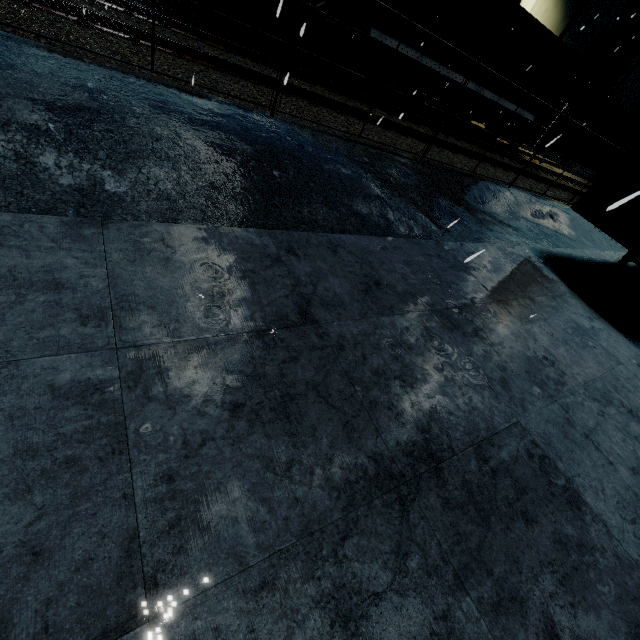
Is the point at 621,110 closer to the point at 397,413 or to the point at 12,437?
the point at 397,413

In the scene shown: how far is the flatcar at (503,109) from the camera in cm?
1308

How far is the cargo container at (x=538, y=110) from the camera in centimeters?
1463cm

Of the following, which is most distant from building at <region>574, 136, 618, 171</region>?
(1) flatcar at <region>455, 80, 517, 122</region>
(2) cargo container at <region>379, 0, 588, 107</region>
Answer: (1) flatcar at <region>455, 80, 517, 122</region>

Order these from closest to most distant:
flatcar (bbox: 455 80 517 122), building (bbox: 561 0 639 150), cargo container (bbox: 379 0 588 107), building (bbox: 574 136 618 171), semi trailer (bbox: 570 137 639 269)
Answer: semi trailer (bbox: 570 137 639 269) → cargo container (bbox: 379 0 588 107) → flatcar (bbox: 455 80 517 122) → building (bbox: 561 0 639 150) → building (bbox: 574 136 618 171)

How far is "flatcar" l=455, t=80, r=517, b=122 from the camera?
13.1m

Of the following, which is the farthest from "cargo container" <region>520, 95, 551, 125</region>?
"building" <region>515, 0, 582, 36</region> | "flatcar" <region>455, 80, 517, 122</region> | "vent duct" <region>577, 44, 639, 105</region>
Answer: "vent duct" <region>577, 44, 639, 105</region>

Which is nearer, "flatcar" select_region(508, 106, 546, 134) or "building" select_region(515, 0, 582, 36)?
"flatcar" select_region(508, 106, 546, 134)
